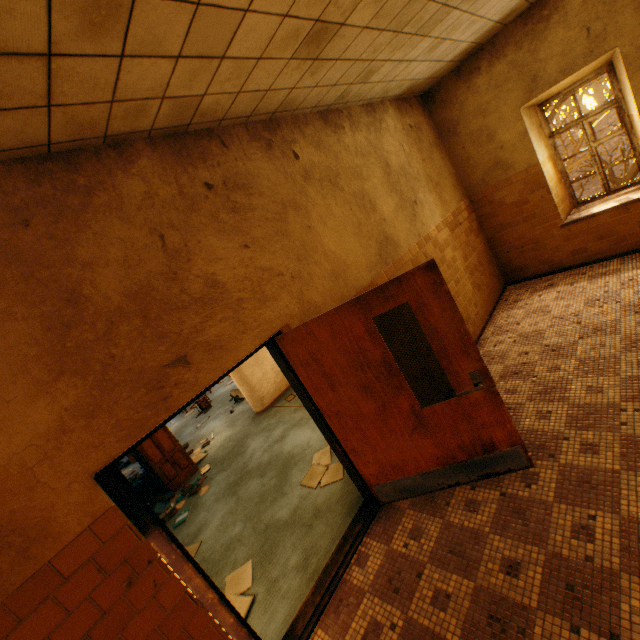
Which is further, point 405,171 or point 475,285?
point 475,285

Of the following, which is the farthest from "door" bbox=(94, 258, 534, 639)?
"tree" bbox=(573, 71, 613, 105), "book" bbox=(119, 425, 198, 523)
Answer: "tree" bbox=(573, 71, 613, 105)

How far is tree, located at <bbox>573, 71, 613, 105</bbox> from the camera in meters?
12.4 m

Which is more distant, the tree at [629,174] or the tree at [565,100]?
the tree at [629,174]

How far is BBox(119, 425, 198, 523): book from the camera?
6.0m

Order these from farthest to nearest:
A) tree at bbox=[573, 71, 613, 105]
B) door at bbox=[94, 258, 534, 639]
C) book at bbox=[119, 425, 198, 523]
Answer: tree at bbox=[573, 71, 613, 105] < book at bbox=[119, 425, 198, 523] < door at bbox=[94, 258, 534, 639]
